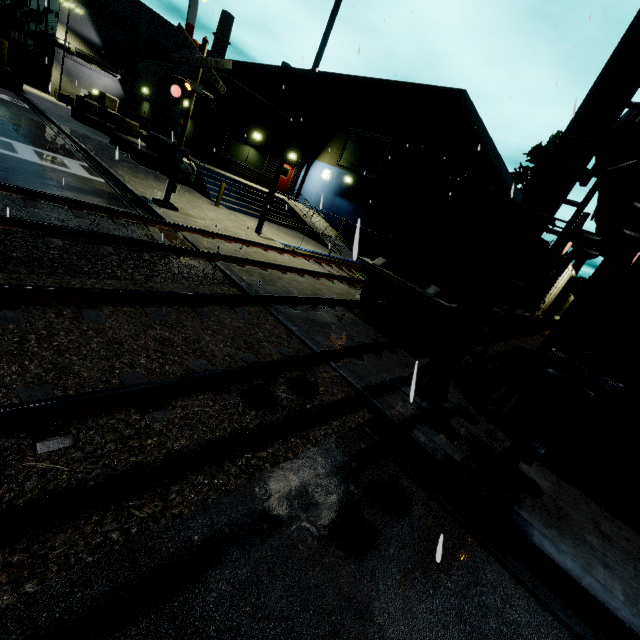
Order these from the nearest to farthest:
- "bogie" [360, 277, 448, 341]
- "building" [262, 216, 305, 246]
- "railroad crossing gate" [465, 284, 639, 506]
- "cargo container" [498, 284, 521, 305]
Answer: "railroad crossing gate" [465, 284, 639, 506]
"bogie" [360, 277, 448, 341]
"cargo container" [498, 284, 521, 305]
"building" [262, 216, 305, 246]

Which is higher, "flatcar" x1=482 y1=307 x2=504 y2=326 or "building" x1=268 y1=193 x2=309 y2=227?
"flatcar" x1=482 y1=307 x2=504 y2=326

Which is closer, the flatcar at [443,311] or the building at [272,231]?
the flatcar at [443,311]

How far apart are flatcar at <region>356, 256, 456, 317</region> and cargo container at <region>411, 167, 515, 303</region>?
0.0 meters

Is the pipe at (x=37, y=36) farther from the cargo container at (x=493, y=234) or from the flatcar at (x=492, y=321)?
the flatcar at (x=492, y=321)

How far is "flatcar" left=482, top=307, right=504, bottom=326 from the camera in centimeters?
1119cm

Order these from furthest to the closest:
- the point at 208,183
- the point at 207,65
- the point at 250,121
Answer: the point at 250,121 < the point at 208,183 < the point at 207,65
